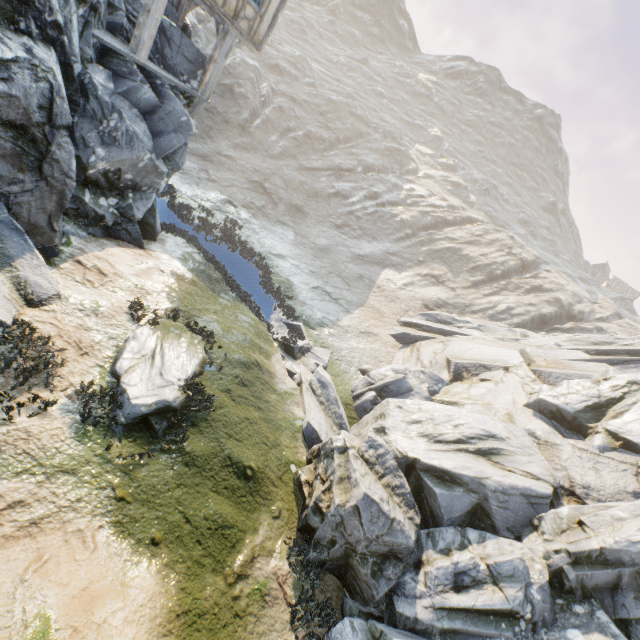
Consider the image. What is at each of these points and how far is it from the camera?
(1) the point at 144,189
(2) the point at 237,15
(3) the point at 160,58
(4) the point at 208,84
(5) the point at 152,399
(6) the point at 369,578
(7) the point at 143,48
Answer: (1) rock, 12.92m
(2) building, 13.20m
(3) rock, 13.65m
(4) wooden structure, 14.73m
(5) rock, 7.69m
(6) rock, 7.86m
(7) wooden structure, 11.88m

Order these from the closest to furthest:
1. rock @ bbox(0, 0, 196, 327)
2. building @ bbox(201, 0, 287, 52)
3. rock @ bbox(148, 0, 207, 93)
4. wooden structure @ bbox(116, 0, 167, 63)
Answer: rock @ bbox(0, 0, 196, 327)
wooden structure @ bbox(116, 0, 167, 63)
building @ bbox(201, 0, 287, 52)
rock @ bbox(148, 0, 207, 93)

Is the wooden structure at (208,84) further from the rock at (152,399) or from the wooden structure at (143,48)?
the wooden structure at (143,48)

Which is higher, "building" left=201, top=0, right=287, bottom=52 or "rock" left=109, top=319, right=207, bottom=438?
"building" left=201, top=0, right=287, bottom=52

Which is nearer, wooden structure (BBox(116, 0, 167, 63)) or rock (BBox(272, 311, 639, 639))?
rock (BBox(272, 311, 639, 639))

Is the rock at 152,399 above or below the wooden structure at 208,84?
below

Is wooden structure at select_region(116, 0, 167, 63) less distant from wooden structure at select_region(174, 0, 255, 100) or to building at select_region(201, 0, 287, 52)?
building at select_region(201, 0, 287, 52)

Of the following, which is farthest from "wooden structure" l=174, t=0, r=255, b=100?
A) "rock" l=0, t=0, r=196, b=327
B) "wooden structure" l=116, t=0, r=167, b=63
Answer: "wooden structure" l=116, t=0, r=167, b=63
